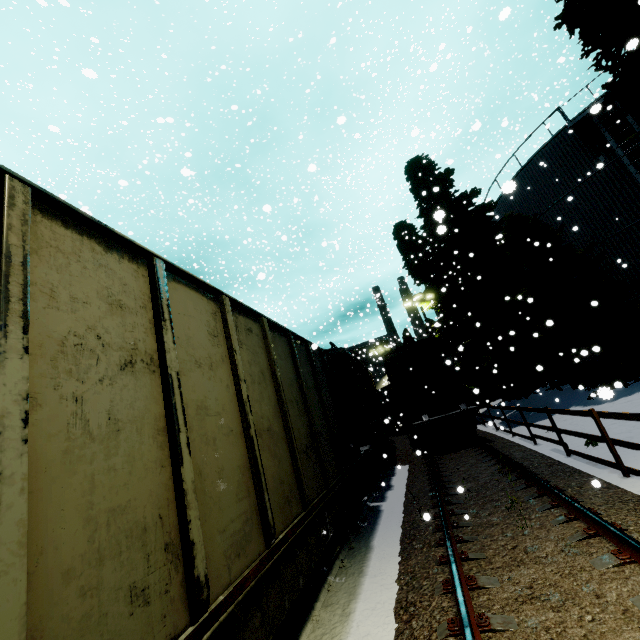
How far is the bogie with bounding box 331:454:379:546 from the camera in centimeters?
636cm

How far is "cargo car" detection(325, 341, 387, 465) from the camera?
11.0m

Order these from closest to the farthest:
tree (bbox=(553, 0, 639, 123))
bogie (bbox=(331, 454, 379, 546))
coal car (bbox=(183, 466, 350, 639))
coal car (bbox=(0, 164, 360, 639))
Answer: coal car (bbox=(0, 164, 360, 639)), coal car (bbox=(183, 466, 350, 639)), bogie (bbox=(331, 454, 379, 546)), tree (bbox=(553, 0, 639, 123))

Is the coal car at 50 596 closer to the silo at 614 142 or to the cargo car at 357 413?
the cargo car at 357 413

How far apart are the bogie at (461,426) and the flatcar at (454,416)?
0.0m

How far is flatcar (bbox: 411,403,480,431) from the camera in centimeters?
1373cm

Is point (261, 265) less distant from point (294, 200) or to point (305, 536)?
point (294, 200)
